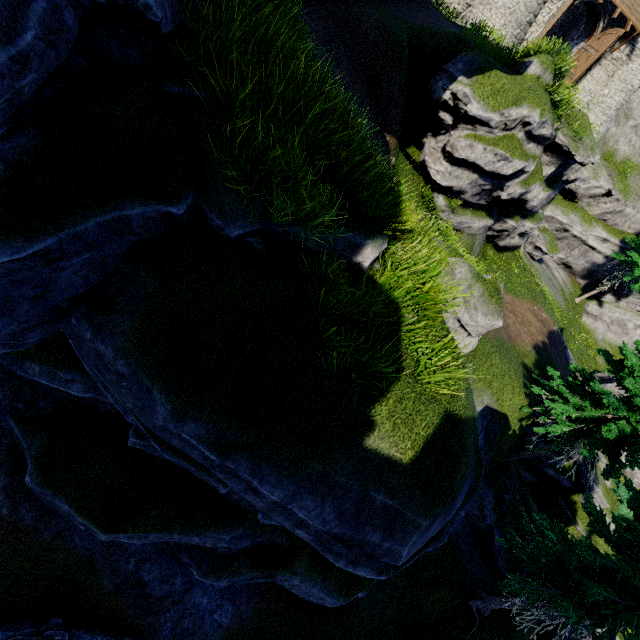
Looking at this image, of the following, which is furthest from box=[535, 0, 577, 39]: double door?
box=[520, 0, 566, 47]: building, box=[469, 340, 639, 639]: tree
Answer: box=[469, 340, 639, 639]: tree

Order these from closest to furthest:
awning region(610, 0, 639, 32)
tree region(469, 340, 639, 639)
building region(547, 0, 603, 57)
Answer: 1. tree region(469, 340, 639, 639)
2. awning region(610, 0, 639, 32)
3. building region(547, 0, 603, 57)

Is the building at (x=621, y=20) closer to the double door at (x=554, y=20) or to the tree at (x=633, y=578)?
the double door at (x=554, y=20)

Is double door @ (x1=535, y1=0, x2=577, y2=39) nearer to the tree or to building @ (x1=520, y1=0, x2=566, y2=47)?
building @ (x1=520, y1=0, x2=566, y2=47)

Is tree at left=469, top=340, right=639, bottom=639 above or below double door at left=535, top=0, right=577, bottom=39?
below

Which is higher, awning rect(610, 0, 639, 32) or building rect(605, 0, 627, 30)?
awning rect(610, 0, 639, 32)

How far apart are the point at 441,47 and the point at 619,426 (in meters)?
16.04
